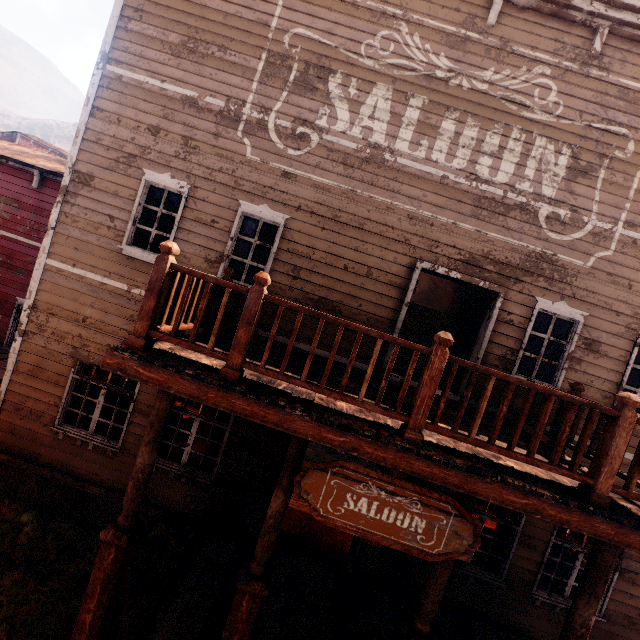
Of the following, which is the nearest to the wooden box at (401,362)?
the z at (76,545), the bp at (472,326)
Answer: the bp at (472,326)

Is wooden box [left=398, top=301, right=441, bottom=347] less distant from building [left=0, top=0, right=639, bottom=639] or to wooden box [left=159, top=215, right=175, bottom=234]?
building [left=0, top=0, right=639, bottom=639]

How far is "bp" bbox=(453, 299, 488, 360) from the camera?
7.0 meters

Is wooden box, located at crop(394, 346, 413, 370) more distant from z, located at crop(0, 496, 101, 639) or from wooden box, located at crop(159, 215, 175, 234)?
z, located at crop(0, 496, 101, 639)

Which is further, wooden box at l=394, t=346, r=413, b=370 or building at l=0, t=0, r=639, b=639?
wooden box at l=394, t=346, r=413, b=370

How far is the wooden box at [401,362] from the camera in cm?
866

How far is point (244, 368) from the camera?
3.79m

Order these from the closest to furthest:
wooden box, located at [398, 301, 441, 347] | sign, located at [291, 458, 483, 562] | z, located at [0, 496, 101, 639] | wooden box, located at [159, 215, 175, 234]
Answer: sign, located at [291, 458, 483, 562]
z, located at [0, 496, 101, 639]
wooden box, located at [159, 215, 175, 234]
wooden box, located at [398, 301, 441, 347]
